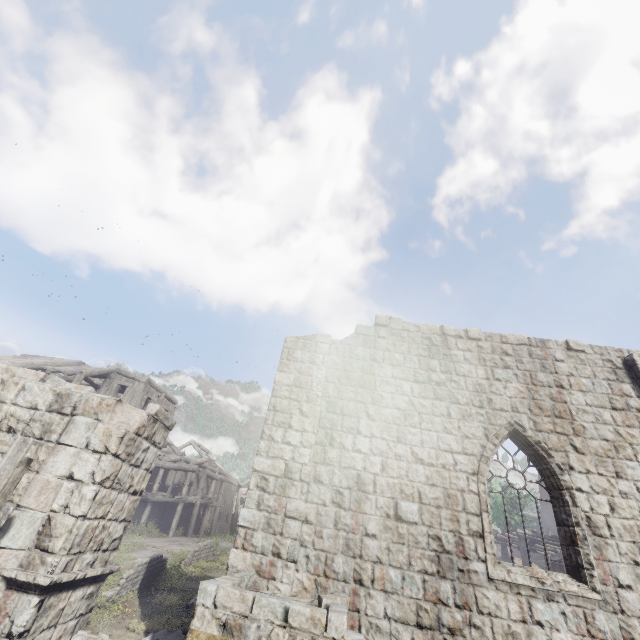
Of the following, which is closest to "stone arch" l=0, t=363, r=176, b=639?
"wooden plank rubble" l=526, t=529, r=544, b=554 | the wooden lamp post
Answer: the wooden lamp post

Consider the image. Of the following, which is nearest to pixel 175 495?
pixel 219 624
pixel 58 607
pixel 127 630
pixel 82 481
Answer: pixel 127 630

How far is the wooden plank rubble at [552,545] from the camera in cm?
2531

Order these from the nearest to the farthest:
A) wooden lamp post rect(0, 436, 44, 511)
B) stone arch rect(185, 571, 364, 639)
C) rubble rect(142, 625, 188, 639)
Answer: stone arch rect(185, 571, 364, 639) → wooden lamp post rect(0, 436, 44, 511) → rubble rect(142, 625, 188, 639)

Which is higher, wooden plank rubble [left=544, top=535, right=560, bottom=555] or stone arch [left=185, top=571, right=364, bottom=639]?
wooden plank rubble [left=544, top=535, right=560, bottom=555]

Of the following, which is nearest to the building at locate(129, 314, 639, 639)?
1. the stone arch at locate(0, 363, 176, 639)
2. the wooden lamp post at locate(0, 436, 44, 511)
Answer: the stone arch at locate(0, 363, 176, 639)

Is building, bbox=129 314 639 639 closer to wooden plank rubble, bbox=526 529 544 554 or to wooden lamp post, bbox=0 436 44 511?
wooden plank rubble, bbox=526 529 544 554

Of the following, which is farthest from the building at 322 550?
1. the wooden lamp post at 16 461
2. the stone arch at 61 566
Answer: the wooden lamp post at 16 461
